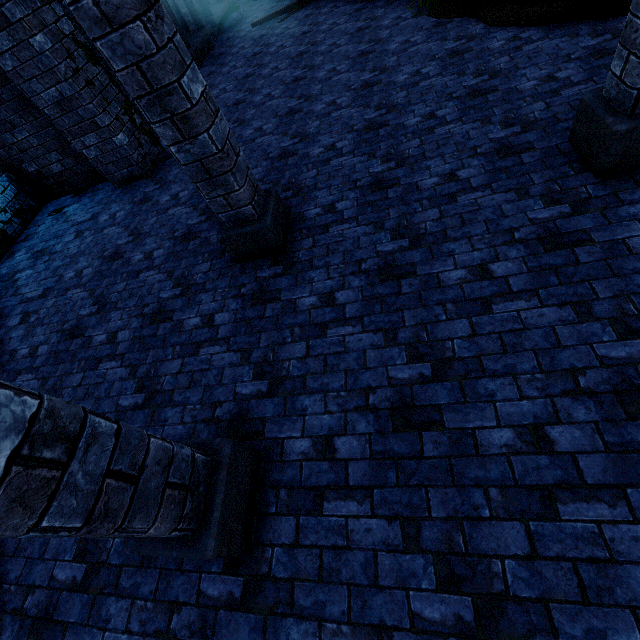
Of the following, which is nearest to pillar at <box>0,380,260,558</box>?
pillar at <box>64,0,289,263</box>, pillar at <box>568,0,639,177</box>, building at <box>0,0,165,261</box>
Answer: building at <box>0,0,165,261</box>

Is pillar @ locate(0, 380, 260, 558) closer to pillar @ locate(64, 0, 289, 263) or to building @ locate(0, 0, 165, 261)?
building @ locate(0, 0, 165, 261)

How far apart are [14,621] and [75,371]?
2.4 meters

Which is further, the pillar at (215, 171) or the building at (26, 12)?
the building at (26, 12)

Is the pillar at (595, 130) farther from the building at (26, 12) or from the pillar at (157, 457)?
the pillar at (157, 457)

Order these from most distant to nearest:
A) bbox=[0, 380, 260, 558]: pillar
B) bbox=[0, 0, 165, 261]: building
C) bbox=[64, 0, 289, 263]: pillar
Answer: bbox=[0, 0, 165, 261]: building → bbox=[64, 0, 289, 263]: pillar → bbox=[0, 380, 260, 558]: pillar

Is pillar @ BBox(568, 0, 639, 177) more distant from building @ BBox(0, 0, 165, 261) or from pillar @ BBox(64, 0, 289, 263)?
pillar @ BBox(64, 0, 289, 263)

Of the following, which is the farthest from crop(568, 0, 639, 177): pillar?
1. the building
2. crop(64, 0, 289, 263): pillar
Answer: crop(64, 0, 289, 263): pillar
